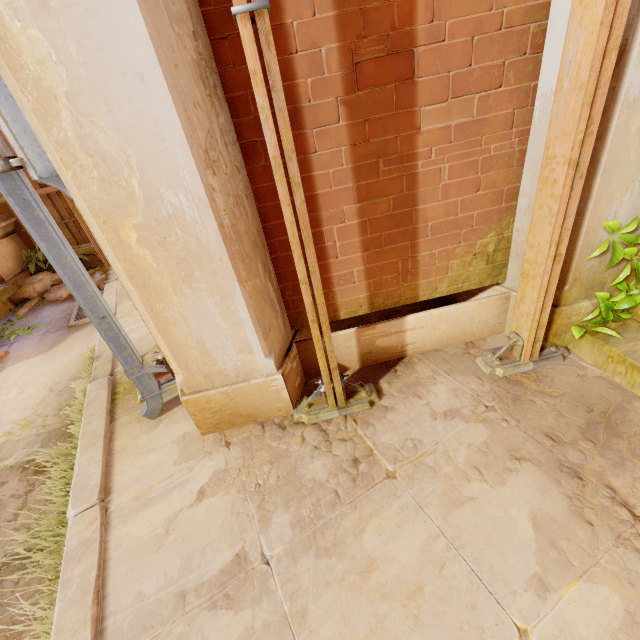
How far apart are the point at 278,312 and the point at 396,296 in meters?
0.9

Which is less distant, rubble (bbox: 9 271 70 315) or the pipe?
the pipe

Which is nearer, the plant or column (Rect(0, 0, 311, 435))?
column (Rect(0, 0, 311, 435))

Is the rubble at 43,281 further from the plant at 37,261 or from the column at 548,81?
the column at 548,81

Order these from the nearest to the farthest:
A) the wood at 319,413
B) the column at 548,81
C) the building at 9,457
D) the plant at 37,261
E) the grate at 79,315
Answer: the wood at 319,413 < the column at 548,81 < the building at 9,457 < the grate at 79,315 < the plant at 37,261

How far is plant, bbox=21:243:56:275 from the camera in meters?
6.1

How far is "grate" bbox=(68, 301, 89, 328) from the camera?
4.7m

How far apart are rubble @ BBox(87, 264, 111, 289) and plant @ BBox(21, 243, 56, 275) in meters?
0.0
